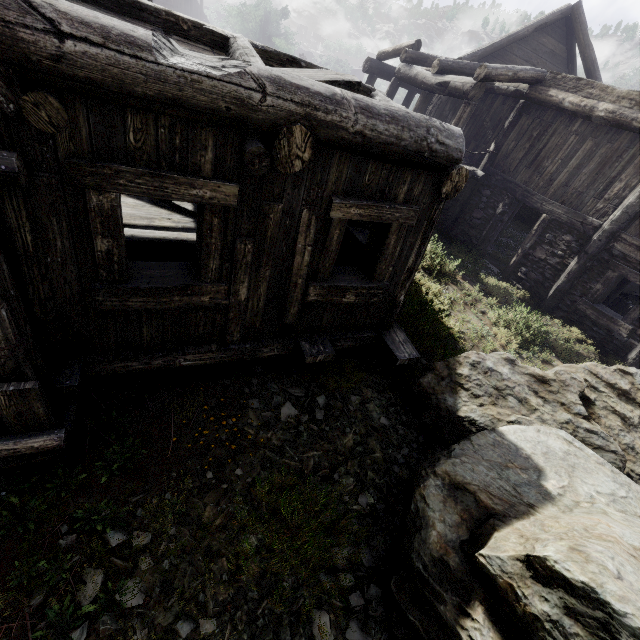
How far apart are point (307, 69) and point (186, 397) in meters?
4.7 m
